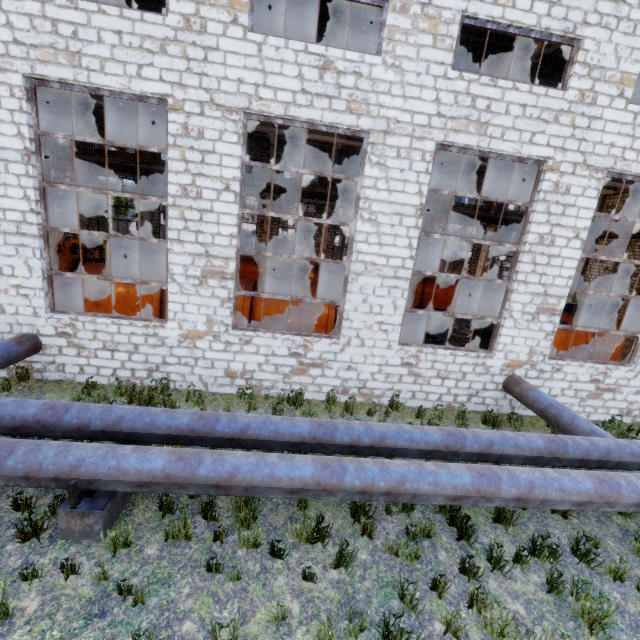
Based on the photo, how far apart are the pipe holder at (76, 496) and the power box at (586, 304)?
31.4 meters

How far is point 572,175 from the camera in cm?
799

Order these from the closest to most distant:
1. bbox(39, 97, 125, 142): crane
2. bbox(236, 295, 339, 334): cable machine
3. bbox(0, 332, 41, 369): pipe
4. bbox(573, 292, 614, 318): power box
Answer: bbox(0, 332, 41, 369): pipe → bbox(236, 295, 339, 334): cable machine → bbox(39, 97, 125, 142): crane → bbox(573, 292, 614, 318): power box

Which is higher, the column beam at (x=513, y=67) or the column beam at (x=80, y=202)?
the column beam at (x=513, y=67)

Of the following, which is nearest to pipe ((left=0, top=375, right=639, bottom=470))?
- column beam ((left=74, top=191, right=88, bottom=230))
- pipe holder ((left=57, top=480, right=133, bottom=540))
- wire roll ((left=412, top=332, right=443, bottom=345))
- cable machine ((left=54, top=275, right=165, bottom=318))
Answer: pipe holder ((left=57, top=480, right=133, bottom=540))

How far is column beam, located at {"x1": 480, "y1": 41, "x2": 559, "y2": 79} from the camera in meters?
9.5

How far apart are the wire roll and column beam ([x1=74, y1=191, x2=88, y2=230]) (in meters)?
24.38

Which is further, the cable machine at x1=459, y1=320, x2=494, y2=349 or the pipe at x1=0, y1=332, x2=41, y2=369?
the cable machine at x1=459, y1=320, x2=494, y2=349
